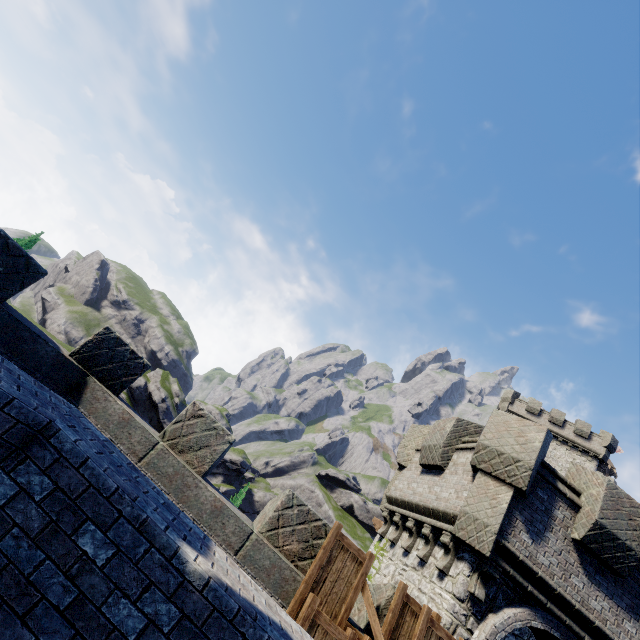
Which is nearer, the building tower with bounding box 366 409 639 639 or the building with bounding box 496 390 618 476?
the building tower with bounding box 366 409 639 639

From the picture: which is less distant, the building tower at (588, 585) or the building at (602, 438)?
the building tower at (588, 585)

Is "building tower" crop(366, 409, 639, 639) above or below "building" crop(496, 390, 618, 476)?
below

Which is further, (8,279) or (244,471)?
(244,471)

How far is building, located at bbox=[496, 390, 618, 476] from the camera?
35.66m

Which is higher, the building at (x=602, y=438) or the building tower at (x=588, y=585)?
the building at (x=602, y=438)
